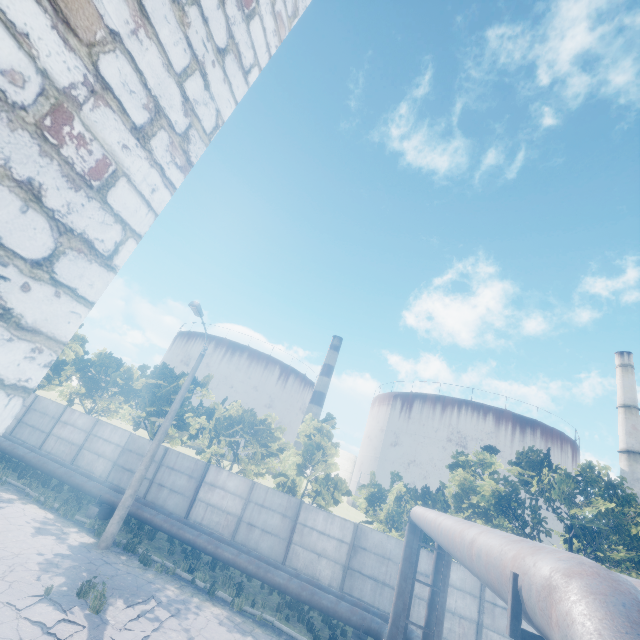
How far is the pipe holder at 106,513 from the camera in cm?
1517

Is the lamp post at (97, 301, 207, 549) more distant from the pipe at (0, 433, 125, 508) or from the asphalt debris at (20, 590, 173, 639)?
the asphalt debris at (20, 590, 173, 639)

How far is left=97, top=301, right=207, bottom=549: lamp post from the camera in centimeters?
1285cm

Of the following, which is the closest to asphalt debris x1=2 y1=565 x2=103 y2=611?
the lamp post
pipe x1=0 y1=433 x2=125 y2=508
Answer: the lamp post

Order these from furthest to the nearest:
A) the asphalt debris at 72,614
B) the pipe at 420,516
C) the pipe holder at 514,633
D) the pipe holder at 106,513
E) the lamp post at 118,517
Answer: the pipe holder at 106,513, the lamp post at 118,517, the asphalt debris at 72,614, the pipe holder at 514,633, the pipe at 420,516

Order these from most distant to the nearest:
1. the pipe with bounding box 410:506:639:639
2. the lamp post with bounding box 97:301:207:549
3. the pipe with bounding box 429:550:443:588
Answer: the lamp post with bounding box 97:301:207:549 < the pipe with bounding box 429:550:443:588 < the pipe with bounding box 410:506:639:639

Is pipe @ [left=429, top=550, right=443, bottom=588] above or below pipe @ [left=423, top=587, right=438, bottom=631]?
above

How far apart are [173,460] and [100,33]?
20.9 meters
